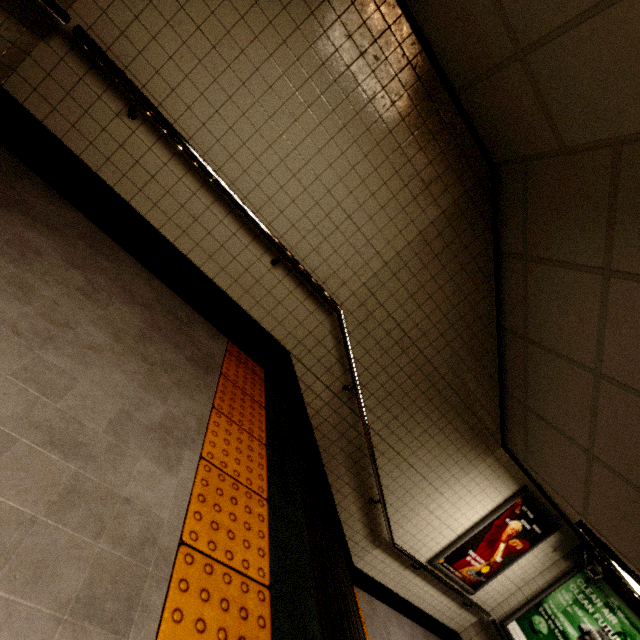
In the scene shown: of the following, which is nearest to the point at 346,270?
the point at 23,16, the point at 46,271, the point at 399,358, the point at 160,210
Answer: the point at 399,358

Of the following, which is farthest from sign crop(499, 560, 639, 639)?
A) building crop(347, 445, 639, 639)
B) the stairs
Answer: the stairs

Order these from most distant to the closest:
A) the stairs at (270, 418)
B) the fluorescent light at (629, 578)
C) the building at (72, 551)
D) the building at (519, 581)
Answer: the building at (519, 581)
the fluorescent light at (629, 578)
the stairs at (270, 418)
the building at (72, 551)

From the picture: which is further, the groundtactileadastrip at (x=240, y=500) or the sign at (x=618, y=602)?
the sign at (x=618, y=602)

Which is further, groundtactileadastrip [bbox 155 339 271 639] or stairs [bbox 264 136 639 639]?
stairs [bbox 264 136 639 639]

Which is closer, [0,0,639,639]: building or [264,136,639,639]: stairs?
[0,0,639,639]: building

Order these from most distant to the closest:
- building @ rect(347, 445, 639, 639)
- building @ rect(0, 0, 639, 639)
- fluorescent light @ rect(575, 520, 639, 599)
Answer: building @ rect(347, 445, 639, 639), fluorescent light @ rect(575, 520, 639, 599), building @ rect(0, 0, 639, 639)

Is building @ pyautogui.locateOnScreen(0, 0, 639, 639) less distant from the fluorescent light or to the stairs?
the stairs
